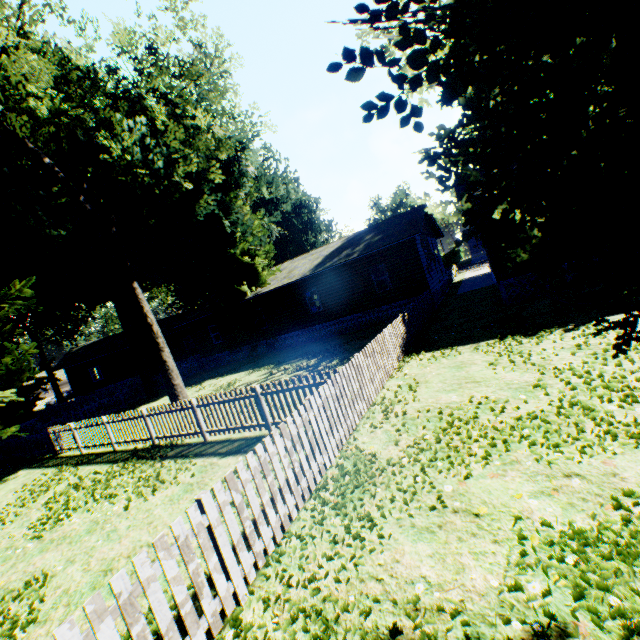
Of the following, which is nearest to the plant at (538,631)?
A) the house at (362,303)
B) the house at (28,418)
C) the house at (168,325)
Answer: the house at (362,303)

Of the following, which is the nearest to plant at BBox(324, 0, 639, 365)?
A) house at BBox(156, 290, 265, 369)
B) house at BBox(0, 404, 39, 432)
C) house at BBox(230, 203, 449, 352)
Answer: house at BBox(230, 203, 449, 352)

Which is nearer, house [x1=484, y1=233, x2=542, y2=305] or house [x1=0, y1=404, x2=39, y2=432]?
house [x1=484, y1=233, x2=542, y2=305]

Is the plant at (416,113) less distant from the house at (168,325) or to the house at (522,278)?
the house at (522,278)

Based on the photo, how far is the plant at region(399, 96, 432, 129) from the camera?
2.19m

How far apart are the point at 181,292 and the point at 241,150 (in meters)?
23.89

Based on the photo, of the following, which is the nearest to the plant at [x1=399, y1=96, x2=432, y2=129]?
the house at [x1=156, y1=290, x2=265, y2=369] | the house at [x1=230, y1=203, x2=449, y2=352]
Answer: the house at [x1=230, y1=203, x2=449, y2=352]

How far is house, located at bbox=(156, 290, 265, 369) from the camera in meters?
26.1 m
